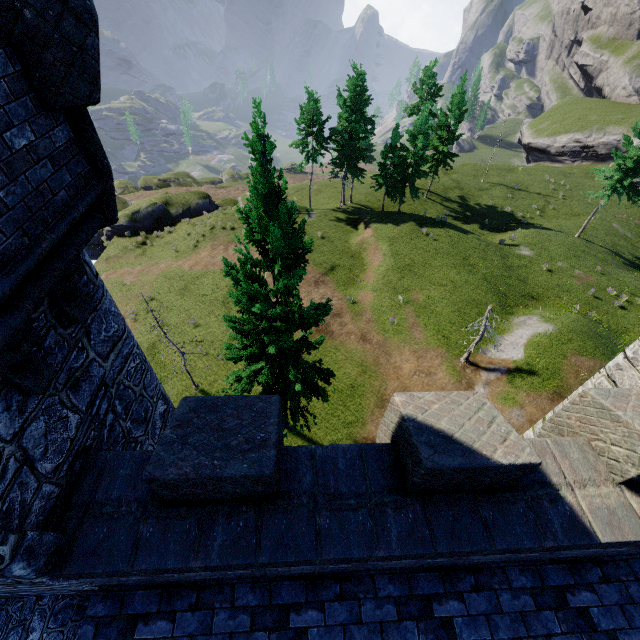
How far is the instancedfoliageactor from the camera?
7.8 meters

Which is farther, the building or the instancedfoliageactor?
the instancedfoliageactor

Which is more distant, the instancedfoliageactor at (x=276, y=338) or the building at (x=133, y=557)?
the instancedfoliageactor at (x=276, y=338)

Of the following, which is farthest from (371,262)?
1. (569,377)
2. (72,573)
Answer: (72,573)

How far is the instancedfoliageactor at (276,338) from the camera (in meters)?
7.81
